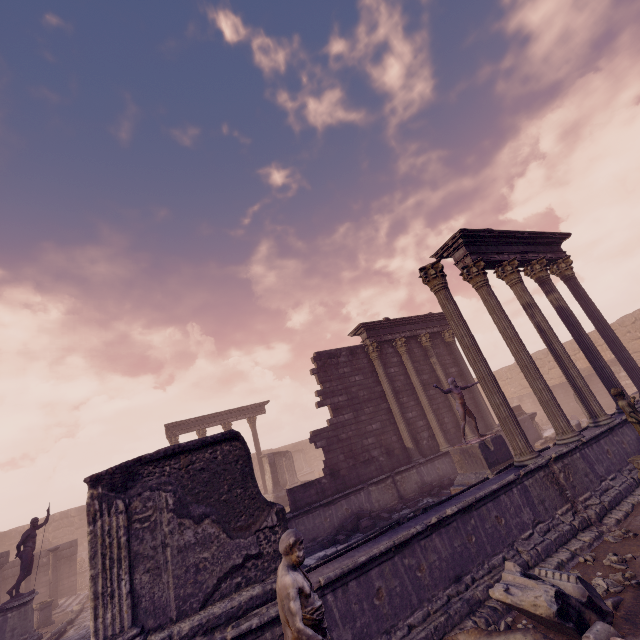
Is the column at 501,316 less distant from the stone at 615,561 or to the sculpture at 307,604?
the stone at 615,561

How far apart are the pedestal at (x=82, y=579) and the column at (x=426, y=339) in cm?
2564

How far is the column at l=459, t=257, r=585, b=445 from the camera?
8.4 meters

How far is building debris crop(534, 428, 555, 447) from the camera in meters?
14.7

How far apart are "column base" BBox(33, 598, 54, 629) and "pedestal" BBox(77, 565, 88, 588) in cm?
887

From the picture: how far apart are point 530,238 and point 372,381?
8.5 meters

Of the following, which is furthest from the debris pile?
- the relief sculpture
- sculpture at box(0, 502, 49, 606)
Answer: sculpture at box(0, 502, 49, 606)

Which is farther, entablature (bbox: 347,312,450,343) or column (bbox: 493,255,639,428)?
entablature (bbox: 347,312,450,343)
